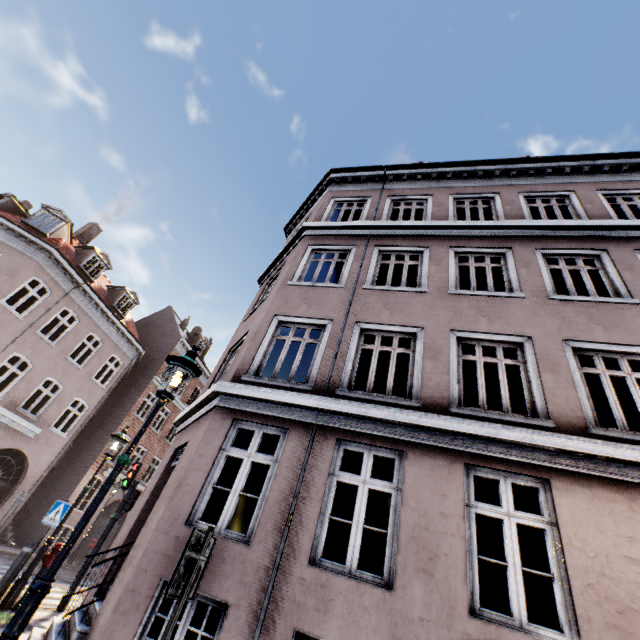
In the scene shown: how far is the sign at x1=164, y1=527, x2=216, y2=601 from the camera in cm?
266

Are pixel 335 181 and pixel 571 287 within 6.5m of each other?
no

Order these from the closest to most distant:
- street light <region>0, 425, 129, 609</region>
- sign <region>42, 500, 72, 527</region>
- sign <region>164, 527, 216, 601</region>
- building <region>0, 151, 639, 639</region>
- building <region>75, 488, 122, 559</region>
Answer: sign <region>164, 527, 216, 601</region>
building <region>0, 151, 639, 639</region>
street light <region>0, 425, 129, 609</region>
sign <region>42, 500, 72, 527</region>
building <region>75, 488, 122, 559</region>

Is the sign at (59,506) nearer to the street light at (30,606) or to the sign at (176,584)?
the street light at (30,606)

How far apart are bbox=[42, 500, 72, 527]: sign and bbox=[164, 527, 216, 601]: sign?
7.03m

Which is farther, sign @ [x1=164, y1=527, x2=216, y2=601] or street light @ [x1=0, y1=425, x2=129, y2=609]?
street light @ [x1=0, y1=425, x2=129, y2=609]

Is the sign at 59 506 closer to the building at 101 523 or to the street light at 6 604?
the street light at 6 604

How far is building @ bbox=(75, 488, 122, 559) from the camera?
18.9 meters
